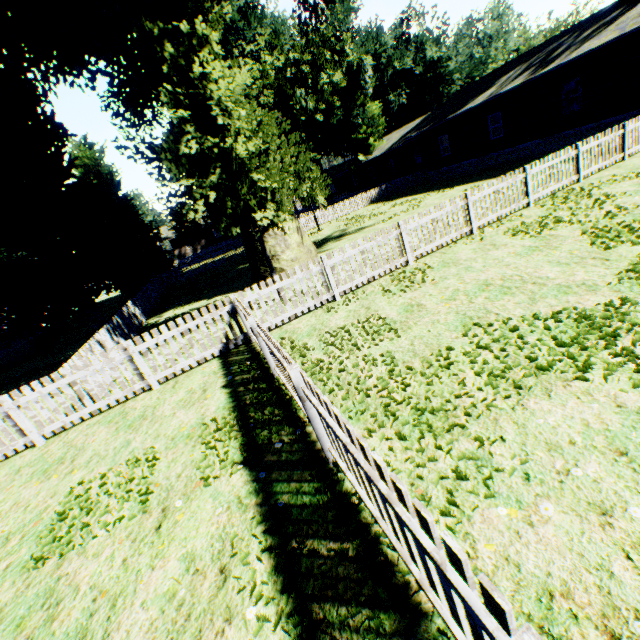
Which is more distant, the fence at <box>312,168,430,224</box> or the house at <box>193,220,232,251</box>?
the house at <box>193,220,232,251</box>

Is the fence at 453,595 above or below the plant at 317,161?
below

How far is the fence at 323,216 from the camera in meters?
31.0 m

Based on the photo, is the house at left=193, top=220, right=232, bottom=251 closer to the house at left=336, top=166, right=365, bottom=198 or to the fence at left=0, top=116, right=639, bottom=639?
the fence at left=0, top=116, right=639, bottom=639

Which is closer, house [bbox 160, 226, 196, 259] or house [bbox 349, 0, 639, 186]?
house [bbox 349, 0, 639, 186]

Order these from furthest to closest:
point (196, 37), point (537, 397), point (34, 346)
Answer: point (34, 346) → point (196, 37) → point (537, 397)

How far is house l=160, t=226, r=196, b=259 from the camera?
51.9 meters
